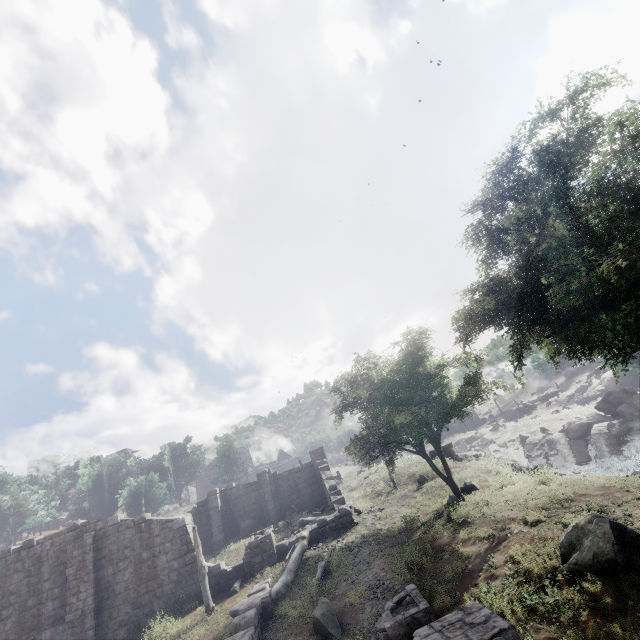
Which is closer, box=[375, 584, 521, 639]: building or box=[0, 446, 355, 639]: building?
box=[375, 584, 521, 639]: building

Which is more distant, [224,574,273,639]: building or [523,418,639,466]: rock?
[523,418,639,466]: rock

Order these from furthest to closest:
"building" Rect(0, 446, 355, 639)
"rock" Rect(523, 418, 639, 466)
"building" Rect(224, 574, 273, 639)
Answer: "rock" Rect(523, 418, 639, 466) < "building" Rect(0, 446, 355, 639) < "building" Rect(224, 574, 273, 639)

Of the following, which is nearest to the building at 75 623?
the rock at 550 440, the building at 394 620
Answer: the building at 394 620

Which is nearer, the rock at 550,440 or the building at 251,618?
the building at 251,618

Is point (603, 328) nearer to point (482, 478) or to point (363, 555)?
point (363, 555)

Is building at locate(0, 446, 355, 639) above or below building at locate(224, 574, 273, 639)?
above

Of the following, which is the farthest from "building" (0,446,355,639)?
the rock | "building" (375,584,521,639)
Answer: the rock
